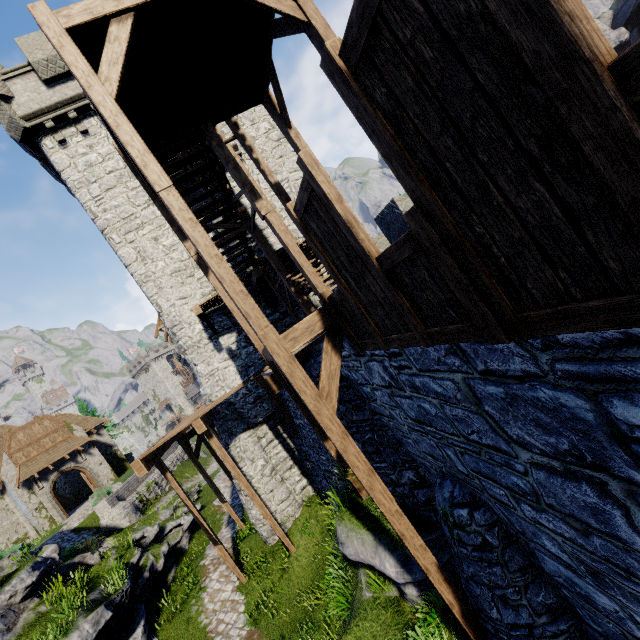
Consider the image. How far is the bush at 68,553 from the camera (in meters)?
14.74

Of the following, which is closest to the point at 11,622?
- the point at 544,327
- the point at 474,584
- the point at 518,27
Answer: the point at 474,584

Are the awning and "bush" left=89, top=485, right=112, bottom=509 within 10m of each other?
yes

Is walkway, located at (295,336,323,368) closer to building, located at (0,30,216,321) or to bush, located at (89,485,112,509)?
building, located at (0,30,216,321)

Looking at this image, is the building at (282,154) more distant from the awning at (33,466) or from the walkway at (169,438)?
the awning at (33,466)

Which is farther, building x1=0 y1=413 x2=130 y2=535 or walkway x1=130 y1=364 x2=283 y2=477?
building x1=0 y1=413 x2=130 y2=535

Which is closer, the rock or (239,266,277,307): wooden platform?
(239,266,277,307): wooden platform

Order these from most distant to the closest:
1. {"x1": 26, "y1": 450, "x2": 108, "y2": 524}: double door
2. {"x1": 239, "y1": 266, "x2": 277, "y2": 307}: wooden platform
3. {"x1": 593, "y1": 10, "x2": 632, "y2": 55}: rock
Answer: {"x1": 593, "y1": 10, "x2": 632, "y2": 55}: rock → {"x1": 26, "y1": 450, "x2": 108, "y2": 524}: double door → {"x1": 239, "y1": 266, "x2": 277, "y2": 307}: wooden platform
